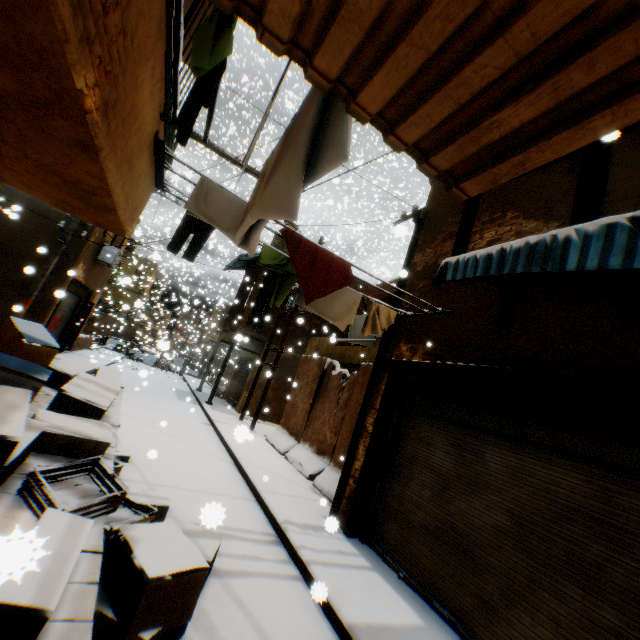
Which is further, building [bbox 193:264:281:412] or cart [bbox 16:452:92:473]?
building [bbox 193:264:281:412]

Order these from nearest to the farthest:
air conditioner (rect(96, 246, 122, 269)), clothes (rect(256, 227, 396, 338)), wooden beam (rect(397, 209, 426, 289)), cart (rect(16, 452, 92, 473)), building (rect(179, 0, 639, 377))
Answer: building (rect(179, 0, 639, 377)) < cart (rect(16, 452, 92, 473)) < clothes (rect(256, 227, 396, 338)) < wooden beam (rect(397, 209, 426, 289)) < air conditioner (rect(96, 246, 122, 269))

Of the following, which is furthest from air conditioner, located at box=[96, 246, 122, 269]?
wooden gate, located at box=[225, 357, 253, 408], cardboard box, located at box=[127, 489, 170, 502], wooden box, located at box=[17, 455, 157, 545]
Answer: wooden box, located at box=[17, 455, 157, 545]

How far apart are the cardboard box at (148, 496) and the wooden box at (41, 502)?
1.1m

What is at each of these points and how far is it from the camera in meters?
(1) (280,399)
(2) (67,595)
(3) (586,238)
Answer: (1) building, 17.2
(2) cart, 2.2
(3) awning, 2.8

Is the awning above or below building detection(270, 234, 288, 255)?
below

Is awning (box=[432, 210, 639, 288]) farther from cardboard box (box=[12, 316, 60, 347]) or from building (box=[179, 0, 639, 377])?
cardboard box (box=[12, 316, 60, 347])

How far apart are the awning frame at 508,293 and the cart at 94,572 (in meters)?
4.66
